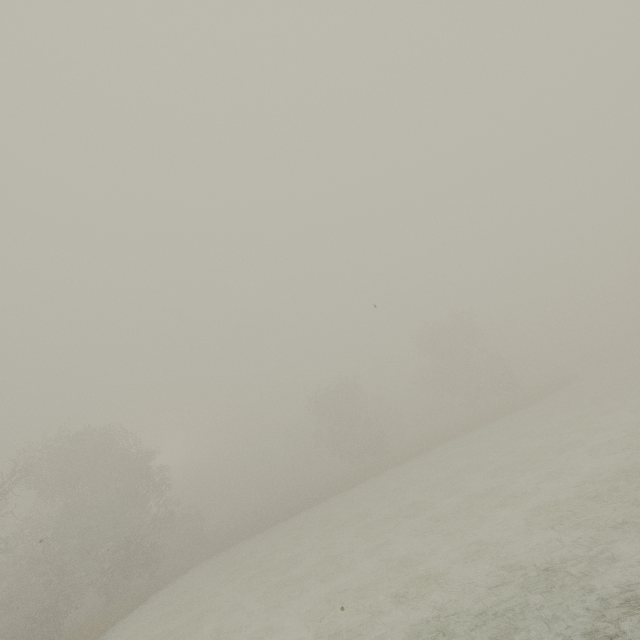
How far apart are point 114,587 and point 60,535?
7.4m
